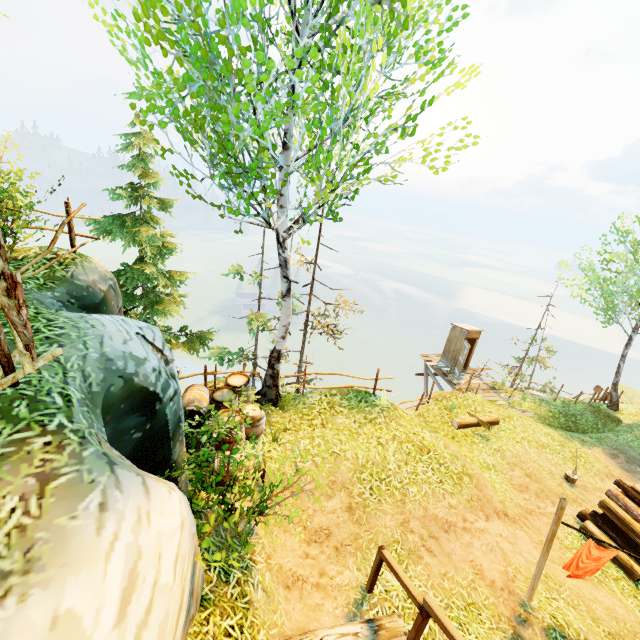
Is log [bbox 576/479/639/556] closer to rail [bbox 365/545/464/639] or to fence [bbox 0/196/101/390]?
rail [bbox 365/545/464/639]

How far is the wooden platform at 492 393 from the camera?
17.20m

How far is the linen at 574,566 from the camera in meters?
5.4 m

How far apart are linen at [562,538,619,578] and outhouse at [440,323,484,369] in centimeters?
1353cm

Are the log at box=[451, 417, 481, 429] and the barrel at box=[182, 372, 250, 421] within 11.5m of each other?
yes

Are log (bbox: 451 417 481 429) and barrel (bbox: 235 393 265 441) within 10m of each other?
yes

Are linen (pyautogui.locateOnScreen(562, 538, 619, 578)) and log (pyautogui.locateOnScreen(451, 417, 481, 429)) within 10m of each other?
yes

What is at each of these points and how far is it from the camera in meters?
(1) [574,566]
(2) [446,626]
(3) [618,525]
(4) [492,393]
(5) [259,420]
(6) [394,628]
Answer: (1) linen, 5.6 m
(2) rail, 3.5 m
(3) log, 8.3 m
(4) wooden platform, 17.6 m
(5) barrel, 7.8 m
(6) stairs, 4.5 m
